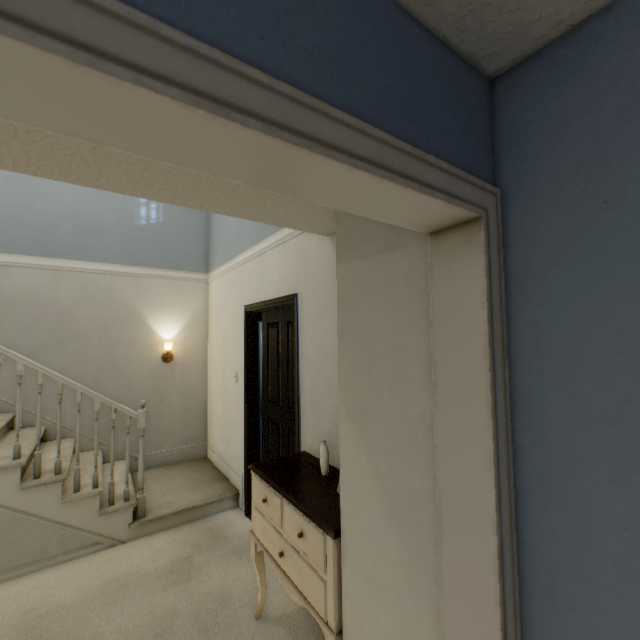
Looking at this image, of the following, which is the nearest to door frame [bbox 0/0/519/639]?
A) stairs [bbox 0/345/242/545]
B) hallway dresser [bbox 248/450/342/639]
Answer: hallway dresser [bbox 248/450/342/639]

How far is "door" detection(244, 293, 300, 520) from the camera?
2.52m

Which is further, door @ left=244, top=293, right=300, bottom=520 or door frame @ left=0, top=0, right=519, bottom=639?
door @ left=244, top=293, right=300, bottom=520

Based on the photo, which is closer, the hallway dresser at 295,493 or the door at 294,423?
the hallway dresser at 295,493

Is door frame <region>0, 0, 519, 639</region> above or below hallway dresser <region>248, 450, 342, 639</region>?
above

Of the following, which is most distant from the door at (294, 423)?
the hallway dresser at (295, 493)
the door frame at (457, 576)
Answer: the door frame at (457, 576)

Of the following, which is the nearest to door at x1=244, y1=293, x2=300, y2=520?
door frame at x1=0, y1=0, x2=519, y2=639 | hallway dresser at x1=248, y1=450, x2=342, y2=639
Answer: hallway dresser at x1=248, y1=450, x2=342, y2=639

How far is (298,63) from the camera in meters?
0.5
